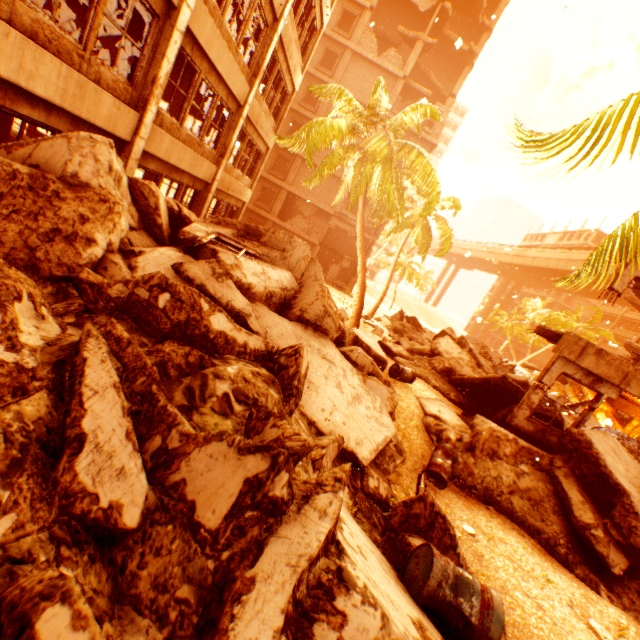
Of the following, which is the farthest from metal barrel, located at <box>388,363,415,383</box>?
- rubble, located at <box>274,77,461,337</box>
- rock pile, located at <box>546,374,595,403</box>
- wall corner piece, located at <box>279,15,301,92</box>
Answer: rock pile, located at <box>546,374,595,403</box>

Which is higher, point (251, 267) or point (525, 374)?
point (251, 267)

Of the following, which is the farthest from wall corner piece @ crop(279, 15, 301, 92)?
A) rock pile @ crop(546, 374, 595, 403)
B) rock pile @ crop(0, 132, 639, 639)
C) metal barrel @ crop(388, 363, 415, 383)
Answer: rock pile @ crop(546, 374, 595, 403)

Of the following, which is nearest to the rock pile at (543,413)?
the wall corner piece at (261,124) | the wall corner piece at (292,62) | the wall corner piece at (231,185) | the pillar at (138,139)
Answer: the pillar at (138,139)

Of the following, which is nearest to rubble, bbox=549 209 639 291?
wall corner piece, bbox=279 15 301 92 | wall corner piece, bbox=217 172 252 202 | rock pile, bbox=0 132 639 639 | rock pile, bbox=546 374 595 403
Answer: rock pile, bbox=0 132 639 639

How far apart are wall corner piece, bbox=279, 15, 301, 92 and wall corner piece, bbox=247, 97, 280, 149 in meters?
2.2

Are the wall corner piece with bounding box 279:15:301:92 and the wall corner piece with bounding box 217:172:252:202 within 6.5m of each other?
yes

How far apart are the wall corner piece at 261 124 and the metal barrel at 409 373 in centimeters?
1092cm
